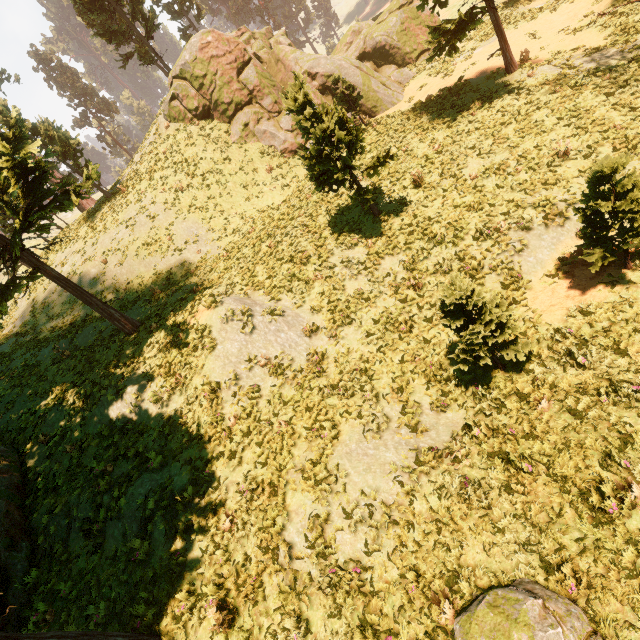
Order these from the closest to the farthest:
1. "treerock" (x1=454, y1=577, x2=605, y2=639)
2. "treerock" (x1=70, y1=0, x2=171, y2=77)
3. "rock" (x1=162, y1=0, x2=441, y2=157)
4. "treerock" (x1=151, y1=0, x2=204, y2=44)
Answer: "treerock" (x1=454, y1=577, x2=605, y2=639) → "rock" (x1=162, y1=0, x2=441, y2=157) → "treerock" (x1=70, y1=0, x2=171, y2=77) → "treerock" (x1=151, y1=0, x2=204, y2=44)

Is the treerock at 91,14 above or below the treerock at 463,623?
above

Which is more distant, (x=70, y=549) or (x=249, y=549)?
(x=70, y=549)

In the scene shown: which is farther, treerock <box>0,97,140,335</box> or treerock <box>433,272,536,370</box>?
treerock <box>0,97,140,335</box>

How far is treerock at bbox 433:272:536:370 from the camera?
7.4m

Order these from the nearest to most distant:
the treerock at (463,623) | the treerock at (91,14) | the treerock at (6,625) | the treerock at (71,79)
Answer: the treerock at (463,623)
the treerock at (6,625)
the treerock at (91,14)
the treerock at (71,79)
